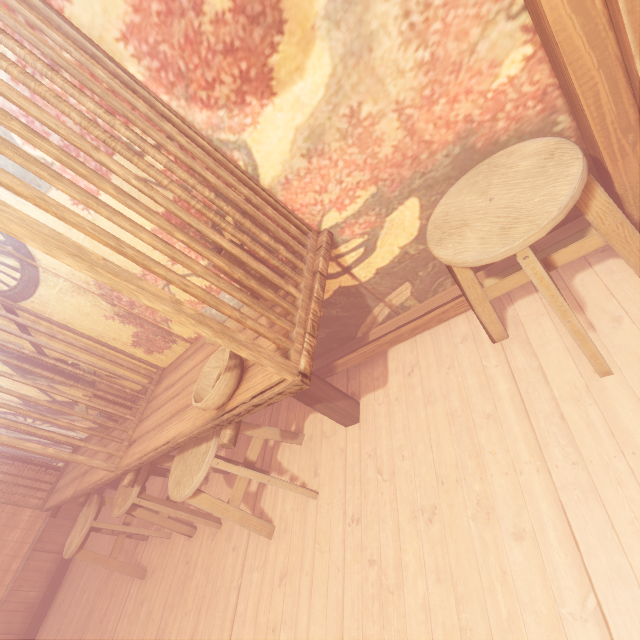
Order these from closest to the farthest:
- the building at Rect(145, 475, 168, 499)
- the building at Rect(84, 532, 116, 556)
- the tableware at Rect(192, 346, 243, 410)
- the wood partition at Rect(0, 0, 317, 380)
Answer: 1. the wood partition at Rect(0, 0, 317, 380)
2. the tableware at Rect(192, 346, 243, 410)
3. the building at Rect(145, 475, 168, 499)
4. the building at Rect(84, 532, 116, 556)

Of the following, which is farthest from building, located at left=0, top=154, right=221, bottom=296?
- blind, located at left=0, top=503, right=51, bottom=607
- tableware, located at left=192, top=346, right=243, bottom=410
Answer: tableware, located at left=192, top=346, right=243, bottom=410

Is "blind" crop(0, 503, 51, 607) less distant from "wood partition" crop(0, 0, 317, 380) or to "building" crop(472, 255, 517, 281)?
"building" crop(472, 255, 517, 281)

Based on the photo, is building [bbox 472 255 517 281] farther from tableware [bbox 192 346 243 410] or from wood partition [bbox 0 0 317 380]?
tableware [bbox 192 346 243 410]

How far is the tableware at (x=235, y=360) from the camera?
2.4 meters

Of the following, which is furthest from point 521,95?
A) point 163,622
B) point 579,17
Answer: point 163,622

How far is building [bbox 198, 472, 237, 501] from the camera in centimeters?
490cm

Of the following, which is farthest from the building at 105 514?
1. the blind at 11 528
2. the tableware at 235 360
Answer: the tableware at 235 360
